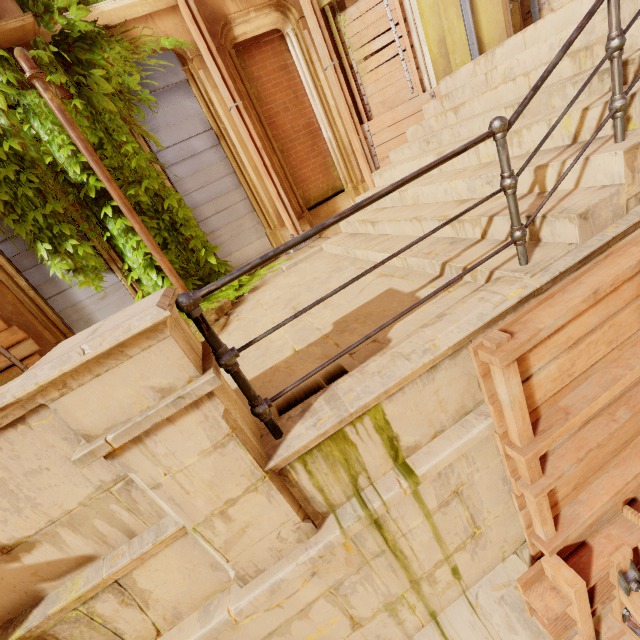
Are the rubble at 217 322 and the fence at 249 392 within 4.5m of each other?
yes

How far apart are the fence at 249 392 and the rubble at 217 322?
2.75m

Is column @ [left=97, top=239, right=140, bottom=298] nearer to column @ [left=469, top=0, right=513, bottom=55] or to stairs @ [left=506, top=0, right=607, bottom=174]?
column @ [left=469, top=0, right=513, bottom=55]

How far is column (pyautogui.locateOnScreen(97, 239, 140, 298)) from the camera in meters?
5.8 m

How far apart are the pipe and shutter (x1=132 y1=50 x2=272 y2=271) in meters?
1.1

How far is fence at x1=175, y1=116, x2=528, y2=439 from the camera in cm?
160

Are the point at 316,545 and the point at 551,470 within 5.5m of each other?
yes

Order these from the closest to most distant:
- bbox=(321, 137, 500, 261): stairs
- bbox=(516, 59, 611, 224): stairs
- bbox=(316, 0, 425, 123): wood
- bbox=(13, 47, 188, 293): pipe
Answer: bbox=(516, 59, 611, 224): stairs, bbox=(321, 137, 500, 261): stairs, bbox=(13, 47, 188, 293): pipe, bbox=(316, 0, 425, 123): wood
